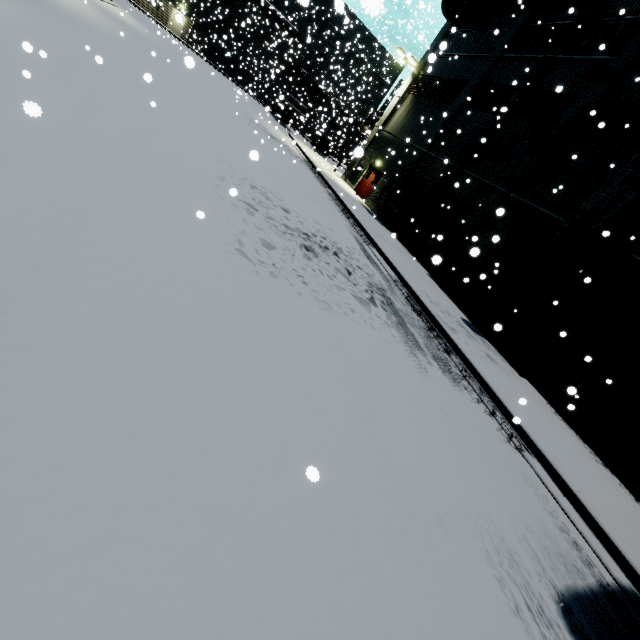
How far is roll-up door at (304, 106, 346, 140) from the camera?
38.5 meters

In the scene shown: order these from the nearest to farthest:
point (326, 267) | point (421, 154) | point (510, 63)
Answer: point (326, 267)
point (510, 63)
point (421, 154)

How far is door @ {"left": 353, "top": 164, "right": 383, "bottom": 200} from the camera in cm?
2458

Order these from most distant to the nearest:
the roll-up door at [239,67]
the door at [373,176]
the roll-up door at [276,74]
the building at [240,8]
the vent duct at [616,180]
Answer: the roll-up door at [239,67]
the roll-up door at [276,74]
the building at [240,8]
the door at [373,176]
the vent duct at [616,180]

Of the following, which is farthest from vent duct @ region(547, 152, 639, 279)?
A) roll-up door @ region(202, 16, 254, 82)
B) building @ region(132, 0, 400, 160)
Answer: roll-up door @ region(202, 16, 254, 82)

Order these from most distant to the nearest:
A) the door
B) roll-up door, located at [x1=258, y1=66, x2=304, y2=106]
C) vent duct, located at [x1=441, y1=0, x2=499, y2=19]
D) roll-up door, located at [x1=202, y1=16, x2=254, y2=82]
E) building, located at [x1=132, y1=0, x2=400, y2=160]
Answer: roll-up door, located at [x1=202, y1=16, x2=254, y2=82]
roll-up door, located at [x1=258, y1=66, x2=304, y2=106]
building, located at [x1=132, y1=0, x2=400, y2=160]
the door
vent duct, located at [x1=441, y1=0, x2=499, y2=19]

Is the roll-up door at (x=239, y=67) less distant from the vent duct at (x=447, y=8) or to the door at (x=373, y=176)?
the vent duct at (x=447, y=8)

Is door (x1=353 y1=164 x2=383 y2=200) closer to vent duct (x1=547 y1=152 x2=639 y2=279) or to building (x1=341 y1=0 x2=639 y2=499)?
building (x1=341 y1=0 x2=639 y2=499)
